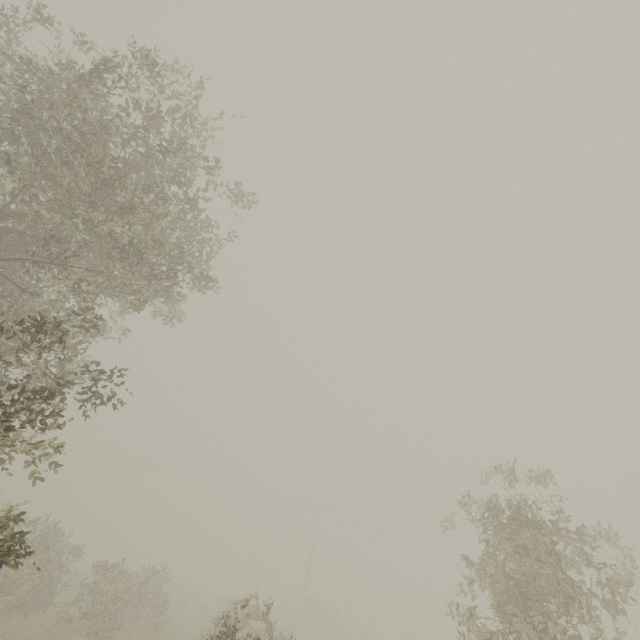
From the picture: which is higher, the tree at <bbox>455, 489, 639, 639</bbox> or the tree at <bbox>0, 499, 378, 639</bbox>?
the tree at <bbox>455, 489, 639, 639</bbox>

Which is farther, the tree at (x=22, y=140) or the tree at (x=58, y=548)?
the tree at (x=58, y=548)

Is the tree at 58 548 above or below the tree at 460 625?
below

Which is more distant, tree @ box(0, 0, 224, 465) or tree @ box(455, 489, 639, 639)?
tree @ box(455, 489, 639, 639)

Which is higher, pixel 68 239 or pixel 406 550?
pixel 406 550
